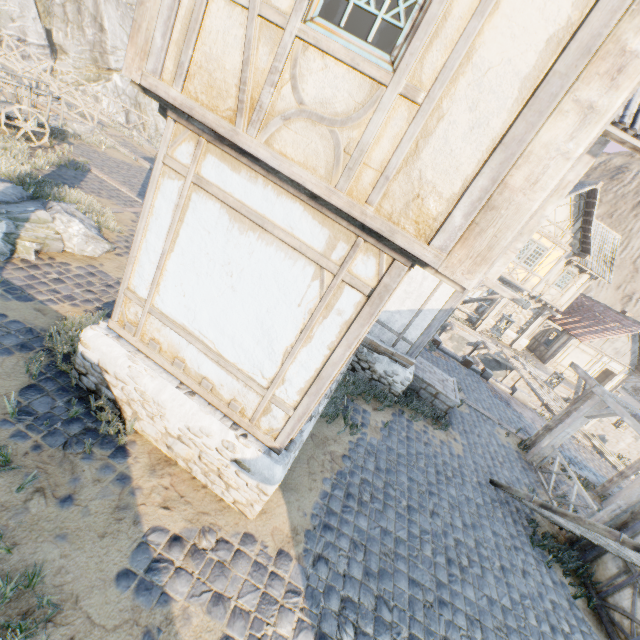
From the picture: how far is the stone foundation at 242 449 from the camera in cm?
410

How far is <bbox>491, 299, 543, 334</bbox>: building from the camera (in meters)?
23.45

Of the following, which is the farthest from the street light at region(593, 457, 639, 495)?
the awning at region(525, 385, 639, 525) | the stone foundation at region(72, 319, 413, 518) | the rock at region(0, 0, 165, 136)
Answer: the rock at region(0, 0, 165, 136)

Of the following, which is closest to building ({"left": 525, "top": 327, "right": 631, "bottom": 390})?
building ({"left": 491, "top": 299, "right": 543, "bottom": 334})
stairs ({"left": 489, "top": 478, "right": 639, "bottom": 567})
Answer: building ({"left": 491, "top": 299, "right": 543, "bottom": 334})

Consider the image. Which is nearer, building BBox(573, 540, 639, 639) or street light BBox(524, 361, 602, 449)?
building BBox(573, 540, 639, 639)

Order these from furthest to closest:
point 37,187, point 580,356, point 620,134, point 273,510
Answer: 1. point 580,356
2. point 37,187
3. point 620,134
4. point 273,510

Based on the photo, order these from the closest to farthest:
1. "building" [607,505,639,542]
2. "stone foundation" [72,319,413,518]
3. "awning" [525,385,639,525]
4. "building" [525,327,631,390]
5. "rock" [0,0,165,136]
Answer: "stone foundation" [72,319,413,518] → "building" [607,505,639,542] → "awning" [525,385,639,525] → "building" [525,327,631,390] → "rock" [0,0,165,136]

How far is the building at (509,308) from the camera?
23.5 meters
